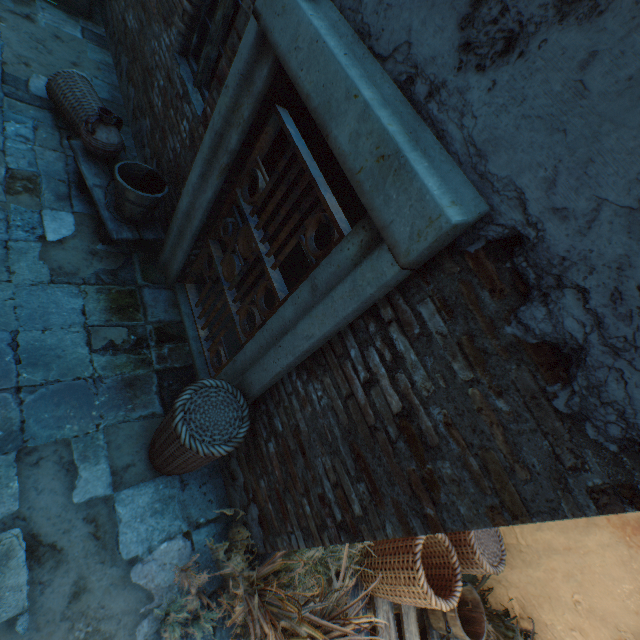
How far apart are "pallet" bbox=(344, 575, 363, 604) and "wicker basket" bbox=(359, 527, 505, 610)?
0.0 meters

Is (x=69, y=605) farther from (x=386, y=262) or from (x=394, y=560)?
(x=386, y=262)

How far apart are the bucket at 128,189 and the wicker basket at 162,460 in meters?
1.8

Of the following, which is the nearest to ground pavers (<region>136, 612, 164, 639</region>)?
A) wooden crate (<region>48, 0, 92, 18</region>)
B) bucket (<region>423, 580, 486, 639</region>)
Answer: wooden crate (<region>48, 0, 92, 18</region>)

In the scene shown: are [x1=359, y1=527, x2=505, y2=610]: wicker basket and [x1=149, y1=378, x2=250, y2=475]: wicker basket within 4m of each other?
yes

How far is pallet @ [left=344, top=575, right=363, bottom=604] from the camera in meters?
2.8

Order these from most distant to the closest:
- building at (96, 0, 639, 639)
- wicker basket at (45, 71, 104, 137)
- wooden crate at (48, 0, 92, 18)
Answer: wooden crate at (48, 0, 92, 18) < wicker basket at (45, 71, 104, 137) < building at (96, 0, 639, 639)

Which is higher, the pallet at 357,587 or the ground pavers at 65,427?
the pallet at 357,587
